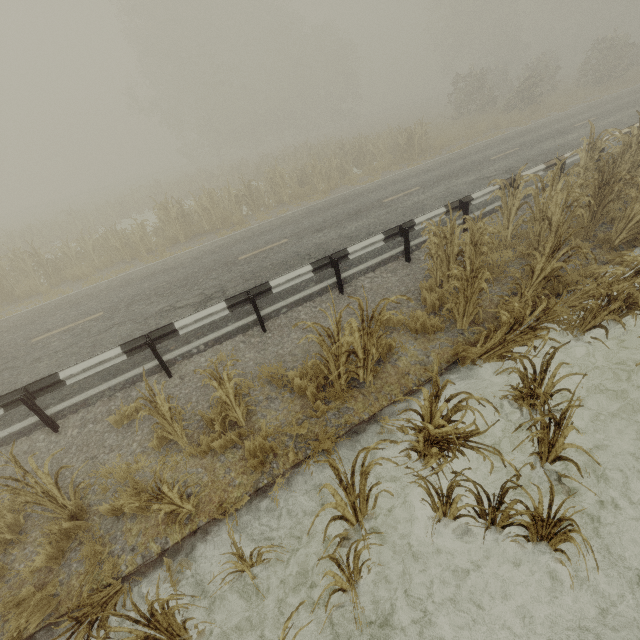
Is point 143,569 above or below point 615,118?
below

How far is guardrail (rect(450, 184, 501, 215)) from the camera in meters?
8.3

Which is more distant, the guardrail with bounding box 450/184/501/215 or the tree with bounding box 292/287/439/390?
the guardrail with bounding box 450/184/501/215

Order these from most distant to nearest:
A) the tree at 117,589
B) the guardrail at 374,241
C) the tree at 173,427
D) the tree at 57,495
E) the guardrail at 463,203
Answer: the guardrail at 463,203
the guardrail at 374,241
the tree at 173,427
the tree at 57,495
the tree at 117,589

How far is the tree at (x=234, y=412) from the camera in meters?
4.3 m

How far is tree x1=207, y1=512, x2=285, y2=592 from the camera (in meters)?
3.08

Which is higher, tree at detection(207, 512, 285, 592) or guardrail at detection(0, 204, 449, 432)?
guardrail at detection(0, 204, 449, 432)
